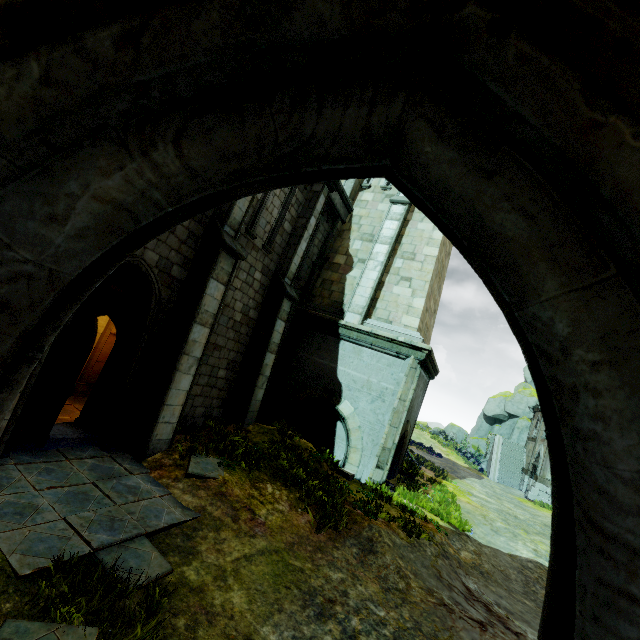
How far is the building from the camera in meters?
22.8 m

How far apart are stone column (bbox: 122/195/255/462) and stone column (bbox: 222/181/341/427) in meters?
2.3 m

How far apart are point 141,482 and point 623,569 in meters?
7.3

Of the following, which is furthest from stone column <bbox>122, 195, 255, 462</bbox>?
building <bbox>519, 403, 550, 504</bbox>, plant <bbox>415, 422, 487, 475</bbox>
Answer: plant <bbox>415, 422, 487, 475</bbox>

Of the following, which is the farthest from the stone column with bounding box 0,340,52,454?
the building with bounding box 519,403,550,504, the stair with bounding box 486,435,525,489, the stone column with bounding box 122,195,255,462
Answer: the stair with bounding box 486,435,525,489

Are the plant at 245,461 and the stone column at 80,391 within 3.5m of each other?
no

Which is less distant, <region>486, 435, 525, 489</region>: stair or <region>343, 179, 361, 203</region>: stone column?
<region>343, 179, 361, 203</region>: stone column

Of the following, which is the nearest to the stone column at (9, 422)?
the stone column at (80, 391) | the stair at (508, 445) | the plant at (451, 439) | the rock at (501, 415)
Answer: the stone column at (80, 391)
